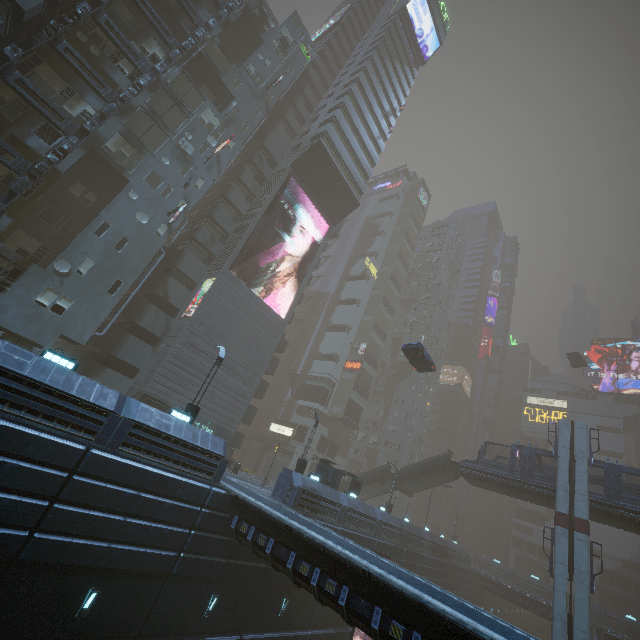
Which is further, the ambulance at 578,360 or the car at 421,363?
the ambulance at 578,360

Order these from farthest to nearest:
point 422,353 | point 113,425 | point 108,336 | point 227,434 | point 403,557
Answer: point 403,557, point 227,434, point 422,353, point 108,336, point 113,425

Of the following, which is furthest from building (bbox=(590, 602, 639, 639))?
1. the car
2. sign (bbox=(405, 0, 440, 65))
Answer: the car

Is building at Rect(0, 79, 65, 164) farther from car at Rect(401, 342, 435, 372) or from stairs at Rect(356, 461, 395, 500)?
car at Rect(401, 342, 435, 372)

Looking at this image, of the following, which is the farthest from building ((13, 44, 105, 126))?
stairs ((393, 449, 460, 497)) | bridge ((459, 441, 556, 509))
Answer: bridge ((459, 441, 556, 509))

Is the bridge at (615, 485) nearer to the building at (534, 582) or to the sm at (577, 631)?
the sm at (577, 631)

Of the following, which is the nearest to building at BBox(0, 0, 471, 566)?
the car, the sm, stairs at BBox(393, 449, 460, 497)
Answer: the sm

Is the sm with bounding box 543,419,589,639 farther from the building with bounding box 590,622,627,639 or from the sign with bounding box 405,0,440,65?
the sign with bounding box 405,0,440,65
